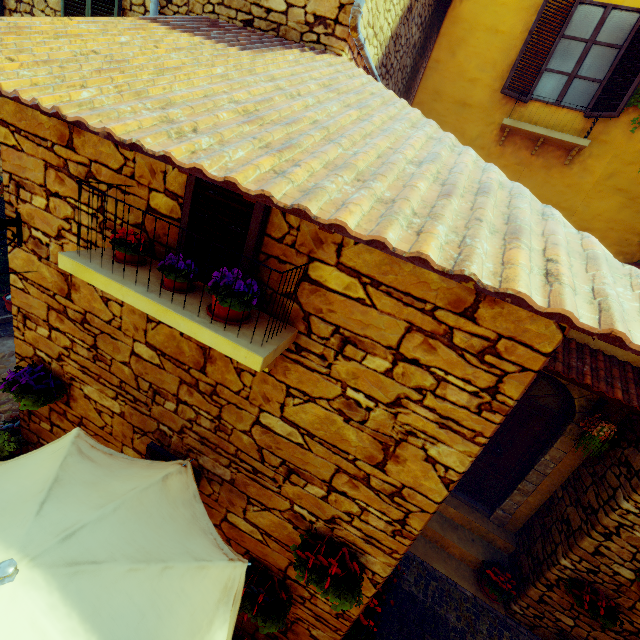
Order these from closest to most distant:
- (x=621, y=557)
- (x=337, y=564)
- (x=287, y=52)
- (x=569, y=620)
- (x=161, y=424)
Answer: (x=337, y=564) → (x=161, y=424) → (x=287, y=52) → (x=621, y=557) → (x=569, y=620)

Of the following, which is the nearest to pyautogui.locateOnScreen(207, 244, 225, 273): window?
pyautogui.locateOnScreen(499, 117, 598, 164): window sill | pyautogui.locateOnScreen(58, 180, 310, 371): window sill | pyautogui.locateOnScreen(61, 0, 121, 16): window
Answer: pyautogui.locateOnScreen(58, 180, 310, 371): window sill

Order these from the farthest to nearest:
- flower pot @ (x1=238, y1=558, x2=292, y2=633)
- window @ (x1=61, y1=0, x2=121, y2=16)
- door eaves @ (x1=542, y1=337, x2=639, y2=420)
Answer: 1. window @ (x1=61, y1=0, x2=121, y2=16)
2. door eaves @ (x1=542, y1=337, x2=639, y2=420)
3. flower pot @ (x1=238, y1=558, x2=292, y2=633)

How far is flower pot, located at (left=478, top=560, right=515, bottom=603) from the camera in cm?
496

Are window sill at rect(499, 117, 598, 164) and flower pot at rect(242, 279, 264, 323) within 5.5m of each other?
no

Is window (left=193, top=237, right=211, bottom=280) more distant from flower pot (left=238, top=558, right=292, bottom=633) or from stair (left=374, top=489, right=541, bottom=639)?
stair (left=374, top=489, right=541, bottom=639)

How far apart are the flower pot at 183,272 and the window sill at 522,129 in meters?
6.9 m

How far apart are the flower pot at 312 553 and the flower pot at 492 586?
4.0 meters
